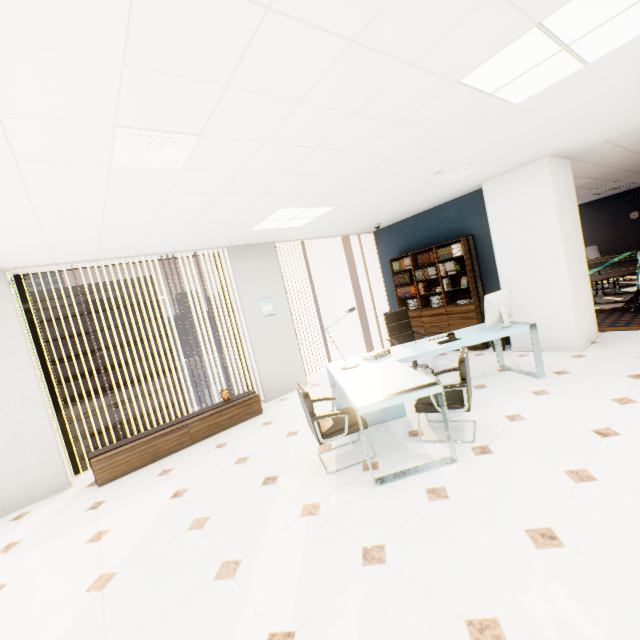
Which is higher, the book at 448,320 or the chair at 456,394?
the book at 448,320

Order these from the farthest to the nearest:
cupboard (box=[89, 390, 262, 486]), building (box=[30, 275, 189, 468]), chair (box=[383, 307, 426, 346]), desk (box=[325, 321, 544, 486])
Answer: building (box=[30, 275, 189, 468]) < chair (box=[383, 307, 426, 346]) < cupboard (box=[89, 390, 262, 486]) < desk (box=[325, 321, 544, 486])

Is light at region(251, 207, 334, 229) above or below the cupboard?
above

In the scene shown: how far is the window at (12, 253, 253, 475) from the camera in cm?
453

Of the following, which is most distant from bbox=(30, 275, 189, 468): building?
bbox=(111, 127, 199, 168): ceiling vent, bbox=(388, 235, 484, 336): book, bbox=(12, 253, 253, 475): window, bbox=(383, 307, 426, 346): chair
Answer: bbox=(111, 127, 199, 168): ceiling vent

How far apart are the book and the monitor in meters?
1.5

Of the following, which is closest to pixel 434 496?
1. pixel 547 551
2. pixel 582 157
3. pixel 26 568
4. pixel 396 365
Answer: pixel 547 551

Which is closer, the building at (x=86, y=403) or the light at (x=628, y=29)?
the light at (x=628, y=29)
